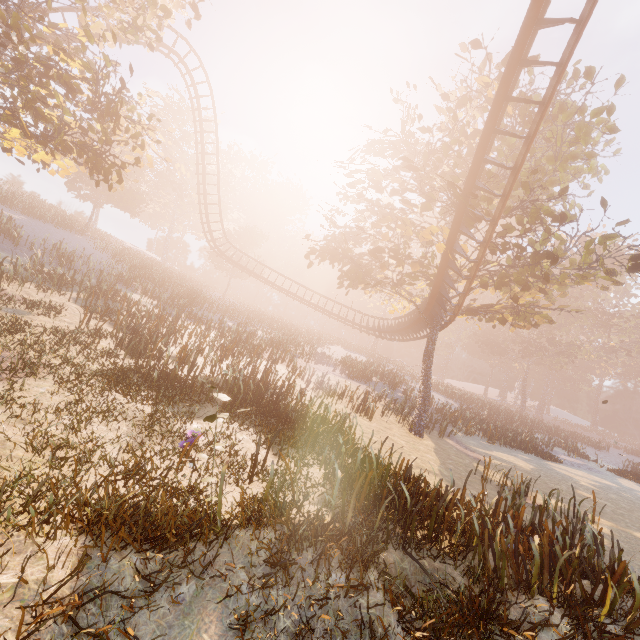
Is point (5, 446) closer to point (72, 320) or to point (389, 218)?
point (72, 320)

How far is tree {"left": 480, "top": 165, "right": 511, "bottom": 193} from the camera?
12.3m

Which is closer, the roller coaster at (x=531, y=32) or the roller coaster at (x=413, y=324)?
the roller coaster at (x=531, y=32)

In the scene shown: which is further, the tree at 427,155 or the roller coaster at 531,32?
the tree at 427,155

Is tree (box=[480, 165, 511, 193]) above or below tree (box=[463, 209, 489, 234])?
above

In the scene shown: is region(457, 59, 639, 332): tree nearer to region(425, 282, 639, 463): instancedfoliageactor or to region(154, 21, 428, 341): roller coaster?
region(154, 21, 428, 341): roller coaster

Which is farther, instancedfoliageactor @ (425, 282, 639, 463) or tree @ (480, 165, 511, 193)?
instancedfoliageactor @ (425, 282, 639, 463)

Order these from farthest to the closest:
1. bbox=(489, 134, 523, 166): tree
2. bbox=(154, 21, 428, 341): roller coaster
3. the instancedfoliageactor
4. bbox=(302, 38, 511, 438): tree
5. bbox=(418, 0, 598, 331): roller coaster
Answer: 1. bbox=(154, 21, 428, 341): roller coaster
2. the instancedfoliageactor
3. bbox=(489, 134, 523, 166): tree
4. bbox=(302, 38, 511, 438): tree
5. bbox=(418, 0, 598, 331): roller coaster
